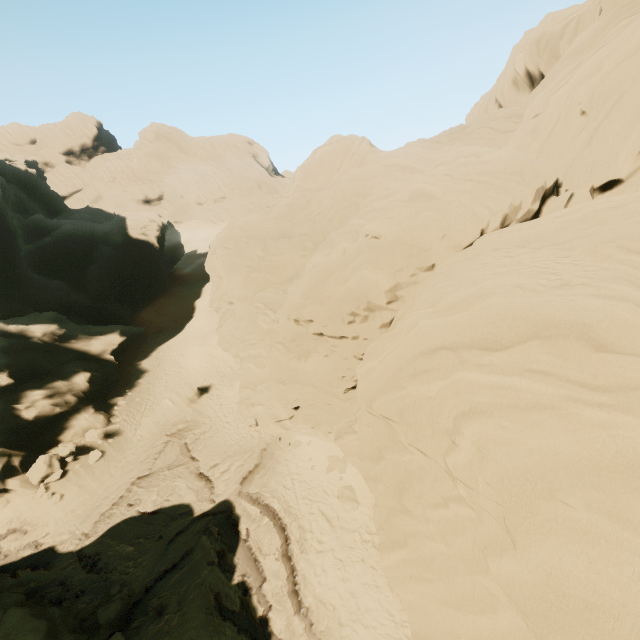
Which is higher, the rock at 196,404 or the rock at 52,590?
the rock at 196,404

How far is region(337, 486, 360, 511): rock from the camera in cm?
1448

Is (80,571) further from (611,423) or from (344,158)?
(344,158)

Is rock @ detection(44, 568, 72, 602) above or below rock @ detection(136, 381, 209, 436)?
below

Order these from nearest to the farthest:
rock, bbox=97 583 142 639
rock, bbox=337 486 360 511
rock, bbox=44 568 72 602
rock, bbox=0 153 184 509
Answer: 1. rock, bbox=97 583 142 639
2. rock, bbox=44 568 72 602
3. rock, bbox=337 486 360 511
4. rock, bbox=0 153 184 509

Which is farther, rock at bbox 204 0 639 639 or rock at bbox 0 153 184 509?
rock at bbox 0 153 184 509

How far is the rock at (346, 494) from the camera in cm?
1448
